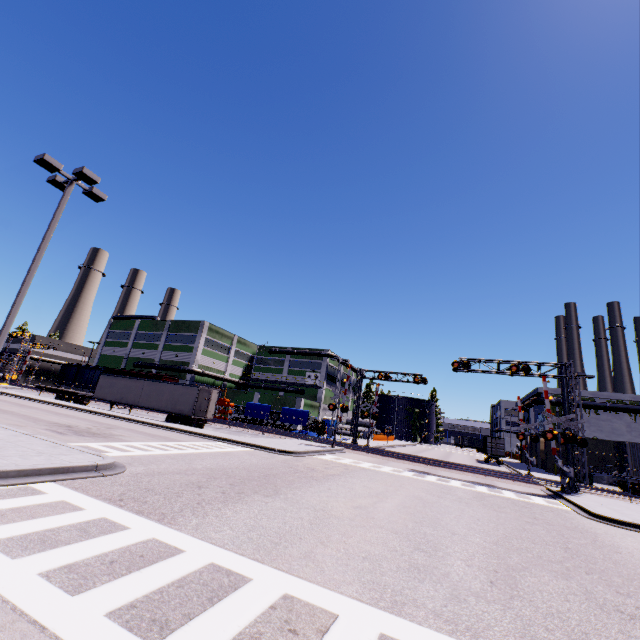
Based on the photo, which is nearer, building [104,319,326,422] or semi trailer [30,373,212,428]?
semi trailer [30,373,212,428]

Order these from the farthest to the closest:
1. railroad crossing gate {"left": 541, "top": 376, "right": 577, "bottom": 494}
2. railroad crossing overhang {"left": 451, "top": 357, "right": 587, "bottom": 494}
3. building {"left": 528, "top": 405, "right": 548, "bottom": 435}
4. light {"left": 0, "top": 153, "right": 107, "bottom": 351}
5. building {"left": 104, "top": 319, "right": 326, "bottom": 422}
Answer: building {"left": 104, "top": 319, "right": 326, "bottom": 422} → building {"left": 528, "top": 405, "right": 548, "bottom": 435} → railroad crossing overhang {"left": 451, "top": 357, "right": 587, "bottom": 494} → railroad crossing gate {"left": 541, "top": 376, "right": 577, "bottom": 494} → light {"left": 0, "top": 153, "right": 107, "bottom": 351}

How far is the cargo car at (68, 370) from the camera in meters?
47.4

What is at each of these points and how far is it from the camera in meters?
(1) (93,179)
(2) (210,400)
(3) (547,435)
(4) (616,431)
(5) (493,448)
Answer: (1) light, 12.5 m
(2) semi trailer door, 29.9 m
(3) railroad crossing gate, 21.8 m
(4) building, 39.6 m
(5) cargo container door, 43.5 m

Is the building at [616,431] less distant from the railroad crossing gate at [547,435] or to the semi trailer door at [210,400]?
the railroad crossing gate at [547,435]

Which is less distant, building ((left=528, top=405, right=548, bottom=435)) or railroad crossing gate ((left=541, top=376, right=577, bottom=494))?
railroad crossing gate ((left=541, top=376, right=577, bottom=494))

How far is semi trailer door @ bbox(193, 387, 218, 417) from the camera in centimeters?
2912cm

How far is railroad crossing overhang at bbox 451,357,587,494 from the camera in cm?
2183
